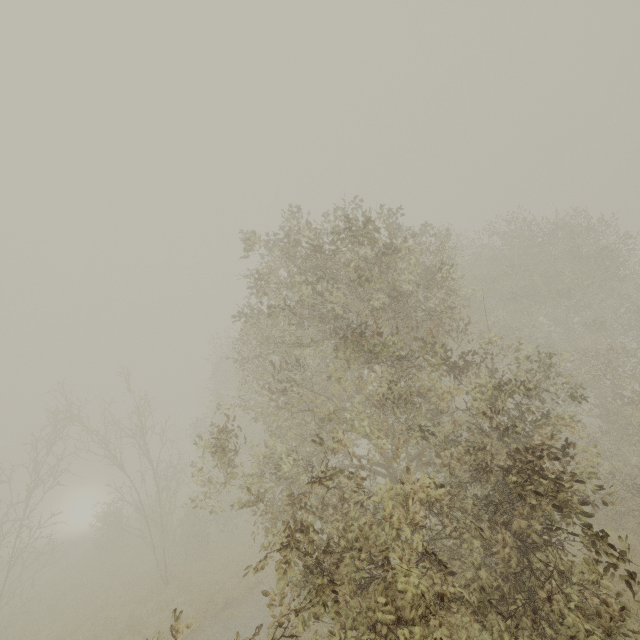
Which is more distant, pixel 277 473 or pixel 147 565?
pixel 147 565
